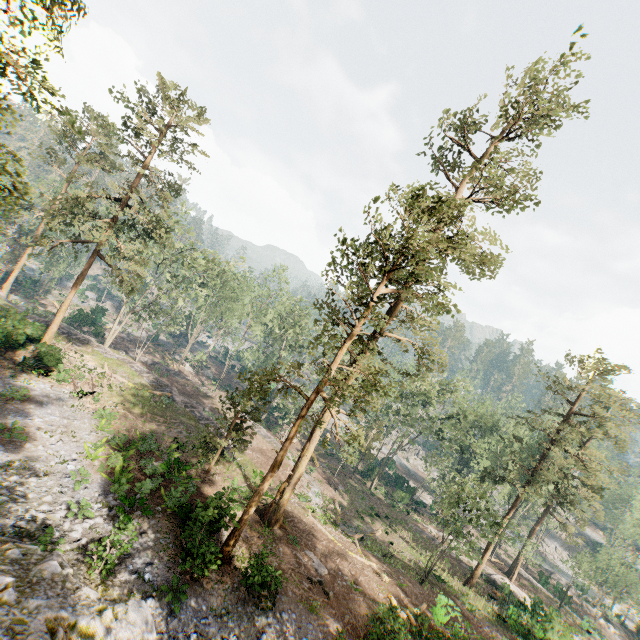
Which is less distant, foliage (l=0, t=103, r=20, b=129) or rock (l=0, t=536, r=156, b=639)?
rock (l=0, t=536, r=156, b=639)

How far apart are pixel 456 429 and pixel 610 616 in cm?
4374

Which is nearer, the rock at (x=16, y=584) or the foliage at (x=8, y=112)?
the rock at (x=16, y=584)

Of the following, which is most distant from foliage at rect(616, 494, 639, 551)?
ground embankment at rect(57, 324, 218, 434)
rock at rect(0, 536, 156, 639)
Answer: ground embankment at rect(57, 324, 218, 434)

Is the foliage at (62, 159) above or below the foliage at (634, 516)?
above

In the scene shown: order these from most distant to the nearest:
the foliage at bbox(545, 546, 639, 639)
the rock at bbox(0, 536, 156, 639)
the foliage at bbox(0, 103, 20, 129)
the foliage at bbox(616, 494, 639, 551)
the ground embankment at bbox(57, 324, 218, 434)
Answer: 1. the foliage at bbox(616, 494, 639, 551)
2. the foliage at bbox(545, 546, 639, 639)
3. the ground embankment at bbox(57, 324, 218, 434)
4. the foliage at bbox(0, 103, 20, 129)
5. the rock at bbox(0, 536, 156, 639)

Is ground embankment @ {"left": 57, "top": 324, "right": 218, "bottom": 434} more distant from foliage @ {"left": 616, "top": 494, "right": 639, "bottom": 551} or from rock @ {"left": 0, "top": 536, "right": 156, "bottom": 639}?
rock @ {"left": 0, "top": 536, "right": 156, "bottom": 639}
